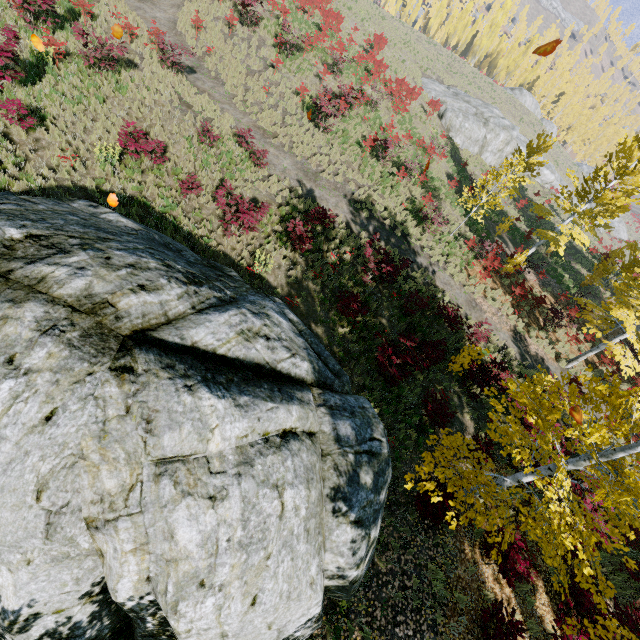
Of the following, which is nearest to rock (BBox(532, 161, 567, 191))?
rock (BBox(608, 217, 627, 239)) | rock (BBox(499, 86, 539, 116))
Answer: rock (BBox(608, 217, 627, 239))

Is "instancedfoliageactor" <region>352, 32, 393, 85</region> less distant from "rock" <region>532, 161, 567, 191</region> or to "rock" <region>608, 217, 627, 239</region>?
"rock" <region>532, 161, 567, 191</region>

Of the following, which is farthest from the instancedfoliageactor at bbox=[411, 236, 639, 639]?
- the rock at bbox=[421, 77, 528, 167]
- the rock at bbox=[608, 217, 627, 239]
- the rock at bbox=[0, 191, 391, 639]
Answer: the rock at bbox=[608, 217, 627, 239]

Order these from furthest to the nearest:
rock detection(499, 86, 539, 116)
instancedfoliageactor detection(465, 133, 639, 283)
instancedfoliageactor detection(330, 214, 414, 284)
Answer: rock detection(499, 86, 539, 116)
instancedfoliageactor detection(465, 133, 639, 283)
instancedfoliageactor detection(330, 214, 414, 284)

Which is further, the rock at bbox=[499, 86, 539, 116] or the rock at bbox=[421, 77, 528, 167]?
the rock at bbox=[499, 86, 539, 116]

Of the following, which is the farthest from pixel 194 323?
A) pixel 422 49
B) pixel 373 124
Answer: pixel 422 49

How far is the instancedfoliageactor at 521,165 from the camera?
16.0 meters
